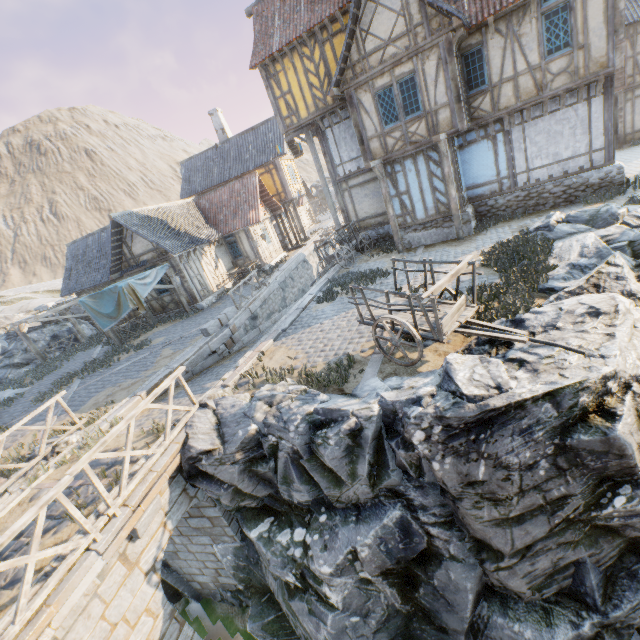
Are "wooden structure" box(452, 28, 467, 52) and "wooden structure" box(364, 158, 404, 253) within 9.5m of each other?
yes

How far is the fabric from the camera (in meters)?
15.35

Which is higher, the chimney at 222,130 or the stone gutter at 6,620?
the chimney at 222,130

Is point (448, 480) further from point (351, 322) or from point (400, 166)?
point (400, 166)

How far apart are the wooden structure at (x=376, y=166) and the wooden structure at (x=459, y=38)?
4.1m

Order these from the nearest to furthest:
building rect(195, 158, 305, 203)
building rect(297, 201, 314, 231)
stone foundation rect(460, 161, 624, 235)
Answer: stone foundation rect(460, 161, 624, 235), building rect(195, 158, 305, 203), building rect(297, 201, 314, 231)

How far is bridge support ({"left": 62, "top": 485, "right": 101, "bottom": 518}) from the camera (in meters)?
5.99

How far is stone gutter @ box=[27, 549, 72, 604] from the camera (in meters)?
4.69
